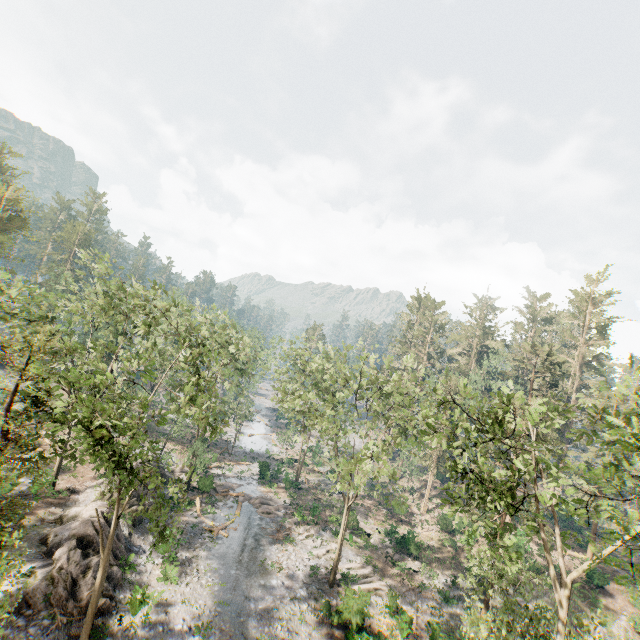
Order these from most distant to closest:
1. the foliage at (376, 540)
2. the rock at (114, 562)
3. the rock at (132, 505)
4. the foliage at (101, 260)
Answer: the foliage at (376, 540), the rock at (132, 505), the foliage at (101, 260), the rock at (114, 562)

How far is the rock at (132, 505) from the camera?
25.91m

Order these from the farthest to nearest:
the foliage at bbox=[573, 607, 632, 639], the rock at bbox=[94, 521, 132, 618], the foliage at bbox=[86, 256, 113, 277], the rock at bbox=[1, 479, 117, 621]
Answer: the foliage at bbox=[86, 256, 113, 277]
the rock at bbox=[94, 521, 132, 618]
the rock at bbox=[1, 479, 117, 621]
the foliage at bbox=[573, 607, 632, 639]

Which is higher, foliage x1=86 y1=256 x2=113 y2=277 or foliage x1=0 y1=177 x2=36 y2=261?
foliage x1=0 y1=177 x2=36 y2=261

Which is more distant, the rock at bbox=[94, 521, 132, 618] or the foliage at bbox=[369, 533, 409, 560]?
the foliage at bbox=[369, 533, 409, 560]

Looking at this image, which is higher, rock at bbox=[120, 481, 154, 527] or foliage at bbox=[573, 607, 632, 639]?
foliage at bbox=[573, 607, 632, 639]

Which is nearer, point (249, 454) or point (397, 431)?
point (397, 431)
